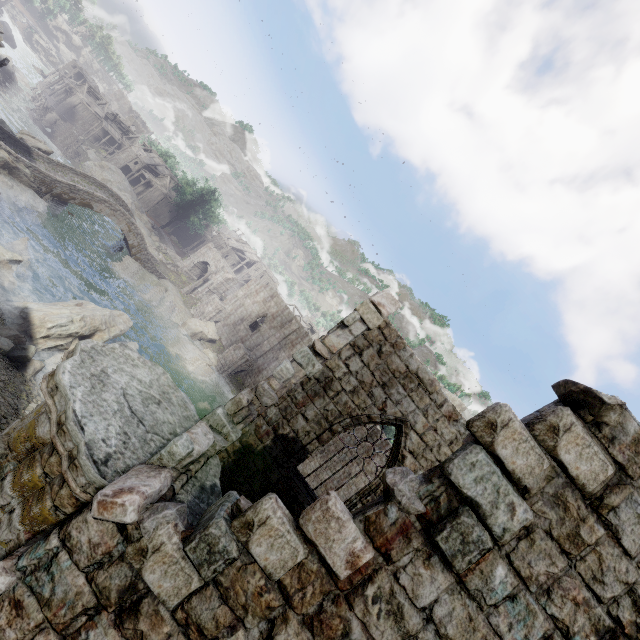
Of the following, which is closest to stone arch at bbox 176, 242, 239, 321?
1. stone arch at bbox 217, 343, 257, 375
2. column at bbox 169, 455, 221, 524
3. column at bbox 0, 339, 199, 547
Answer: stone arch at bbox 217, 343, 257, 375

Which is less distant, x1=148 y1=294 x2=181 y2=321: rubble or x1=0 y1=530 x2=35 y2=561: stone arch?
x1=0 y1=530 x2=35 y2=561: stone arch

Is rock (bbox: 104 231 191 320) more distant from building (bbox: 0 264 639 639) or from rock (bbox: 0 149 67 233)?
rock (bbox: 0 149 67 233)

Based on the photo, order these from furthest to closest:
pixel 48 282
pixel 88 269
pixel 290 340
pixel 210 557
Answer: pixel 290 340, pixel 88 269, pixel 48 282, pixel 210 557

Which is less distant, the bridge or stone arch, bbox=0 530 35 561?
stone arch, bbox=0 530 35 561

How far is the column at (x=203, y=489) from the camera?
3.6 meters

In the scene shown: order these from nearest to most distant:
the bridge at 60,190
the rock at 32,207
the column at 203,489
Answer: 1. the column at 203,489
2. the rock at 32,207
3. the bridge at 60,190

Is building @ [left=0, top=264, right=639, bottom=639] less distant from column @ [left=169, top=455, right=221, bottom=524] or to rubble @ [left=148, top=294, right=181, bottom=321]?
column @ [left=169, top=455, right=221, bottom=524]
